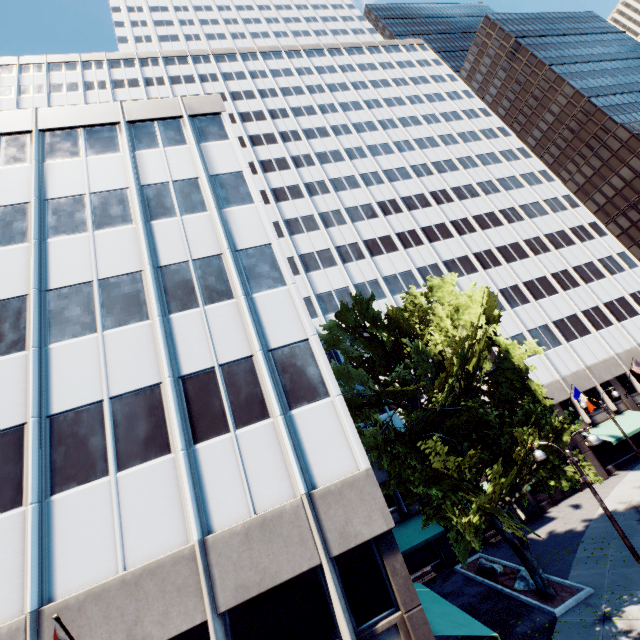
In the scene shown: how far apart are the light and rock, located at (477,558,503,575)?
13.3m

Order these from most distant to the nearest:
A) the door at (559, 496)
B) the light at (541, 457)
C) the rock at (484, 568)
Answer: the door at (559, 496) → the rock at (484, 568) → the light at (541, 457)

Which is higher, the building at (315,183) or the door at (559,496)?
the building at (315,183)

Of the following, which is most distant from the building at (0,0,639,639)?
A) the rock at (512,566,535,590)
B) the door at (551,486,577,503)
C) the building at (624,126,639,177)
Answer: the building at (624,126,639,177)

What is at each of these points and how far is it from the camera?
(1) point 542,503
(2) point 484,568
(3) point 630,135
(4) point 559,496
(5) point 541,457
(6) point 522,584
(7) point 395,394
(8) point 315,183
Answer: (1) building, 27.30m
(2) rock, 20.78m
(3) building, 59.56m
(4) door, 27.84m
(5) light, 12.08m
(6) rock, 17.81m
(7) tree, 15.42m
(8) building, 41.91m

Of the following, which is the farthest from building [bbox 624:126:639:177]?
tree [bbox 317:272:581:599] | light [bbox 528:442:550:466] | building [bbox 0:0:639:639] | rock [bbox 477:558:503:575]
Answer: light [bbox 528:442:550:466]

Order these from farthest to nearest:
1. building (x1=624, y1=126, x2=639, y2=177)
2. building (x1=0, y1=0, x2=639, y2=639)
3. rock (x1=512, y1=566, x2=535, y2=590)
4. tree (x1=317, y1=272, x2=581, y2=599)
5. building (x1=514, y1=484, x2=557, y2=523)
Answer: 1. building (x1=624, y1=126, x2=639, y2=177)
2. building (x1=514, y1=484, x2=557, y2=523)
3. rock (x1=512, y1=566, x2=535, y2=590)
4. tree (x1=317, y1=272, x2=581, y2=599)
5. building (x1=0, y1=0, x2=639, y2=639)

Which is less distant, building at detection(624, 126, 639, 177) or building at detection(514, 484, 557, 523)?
building at detection(514, 484, 557, 523)
